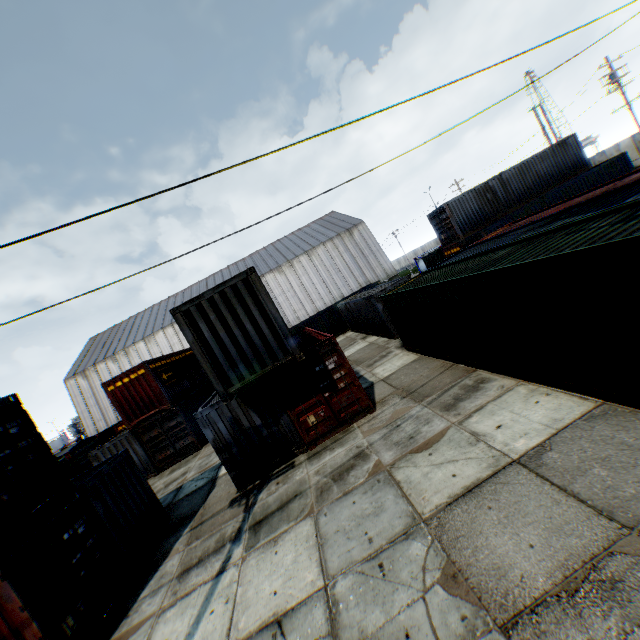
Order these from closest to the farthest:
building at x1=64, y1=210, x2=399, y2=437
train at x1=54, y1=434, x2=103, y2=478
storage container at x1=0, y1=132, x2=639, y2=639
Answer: storage container at x1=0, y1=132, x2=639, y2=639
train at x1=54, y1=434, x2=103, y2=478
building at x1=64, y1=210, x2=399, y2=437

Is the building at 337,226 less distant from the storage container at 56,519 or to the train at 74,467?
the train at 74,467

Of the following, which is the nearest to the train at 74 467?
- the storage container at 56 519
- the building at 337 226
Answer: the storage container at 56 519

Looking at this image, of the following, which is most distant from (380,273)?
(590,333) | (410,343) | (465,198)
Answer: (590,333)

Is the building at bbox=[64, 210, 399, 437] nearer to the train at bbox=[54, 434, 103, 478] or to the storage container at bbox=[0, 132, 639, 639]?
the train at bbox=[54, 434, 103, 478]

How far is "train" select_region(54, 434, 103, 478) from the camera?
19.8 meters

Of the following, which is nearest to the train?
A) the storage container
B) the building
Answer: the storage container
